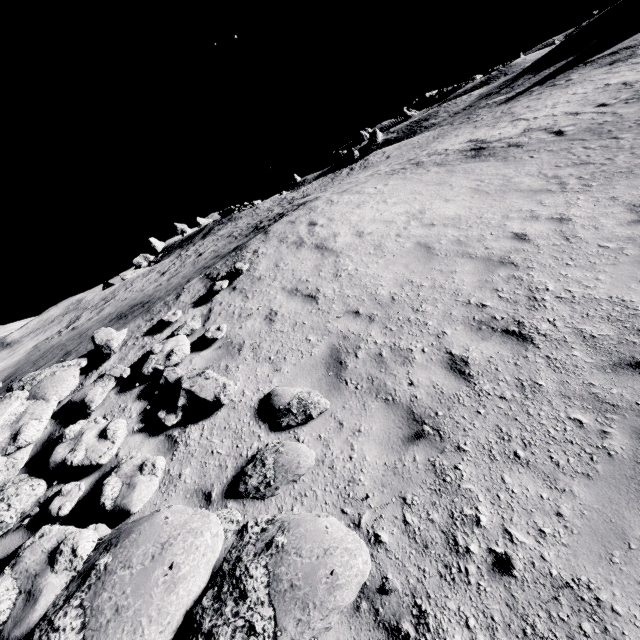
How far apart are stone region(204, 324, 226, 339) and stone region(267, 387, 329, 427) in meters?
2.4 m

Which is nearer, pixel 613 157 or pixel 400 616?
pixel 400 616

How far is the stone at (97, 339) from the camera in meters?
7.8

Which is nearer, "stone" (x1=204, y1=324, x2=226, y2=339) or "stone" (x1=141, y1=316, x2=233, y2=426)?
"stone" (x1=141, y1=316, x2=233, y2=426)

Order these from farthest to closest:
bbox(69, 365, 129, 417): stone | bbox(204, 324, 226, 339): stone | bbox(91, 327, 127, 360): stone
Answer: bbox(91, 327, 127, 360): stone < bbox(204, 324, 226, 339): stone < bbox(69, 365, 129, 417): stone

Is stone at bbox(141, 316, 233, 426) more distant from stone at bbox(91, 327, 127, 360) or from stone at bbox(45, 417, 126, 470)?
stone at bbox(91, 327, 127, 360)

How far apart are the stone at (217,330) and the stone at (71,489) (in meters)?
3.35

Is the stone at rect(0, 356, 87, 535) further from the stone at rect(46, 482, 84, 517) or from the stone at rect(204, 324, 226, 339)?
the stone at rect(204, 324, 226, 339)
